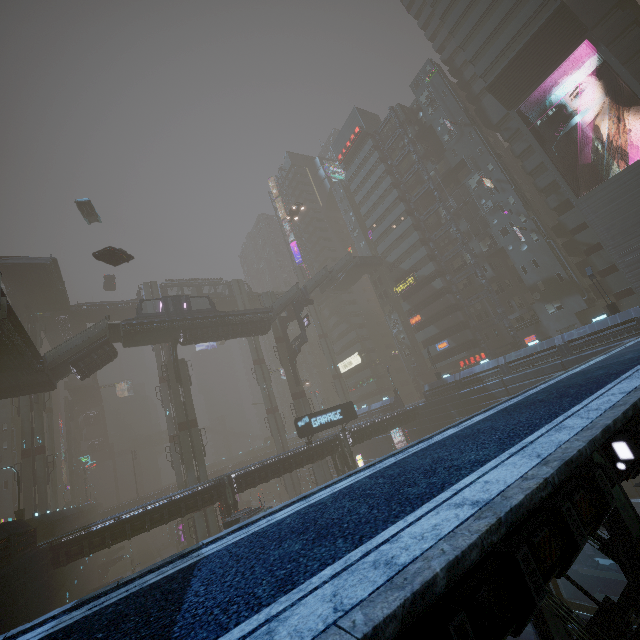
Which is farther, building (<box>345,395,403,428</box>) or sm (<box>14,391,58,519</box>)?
building (<box>345,395,403,428</box>)

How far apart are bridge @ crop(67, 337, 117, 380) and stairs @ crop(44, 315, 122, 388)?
0.0 meters

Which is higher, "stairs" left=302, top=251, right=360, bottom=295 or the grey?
"stairs" left=302, top=251, right=360, bottom=295

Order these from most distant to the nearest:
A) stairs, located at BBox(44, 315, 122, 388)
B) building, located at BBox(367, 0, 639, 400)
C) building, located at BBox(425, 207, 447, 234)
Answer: building, located at BBox(425, 207, 447, 234) < building, located at BBox(367, 0, 639, 400) < stairs, located at BBox(44, 315, 122, 388)

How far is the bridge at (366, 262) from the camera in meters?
58.0

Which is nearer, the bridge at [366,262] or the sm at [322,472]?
the sm at [322,472]

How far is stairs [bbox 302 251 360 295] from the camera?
51.0m

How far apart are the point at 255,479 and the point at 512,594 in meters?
30.7
